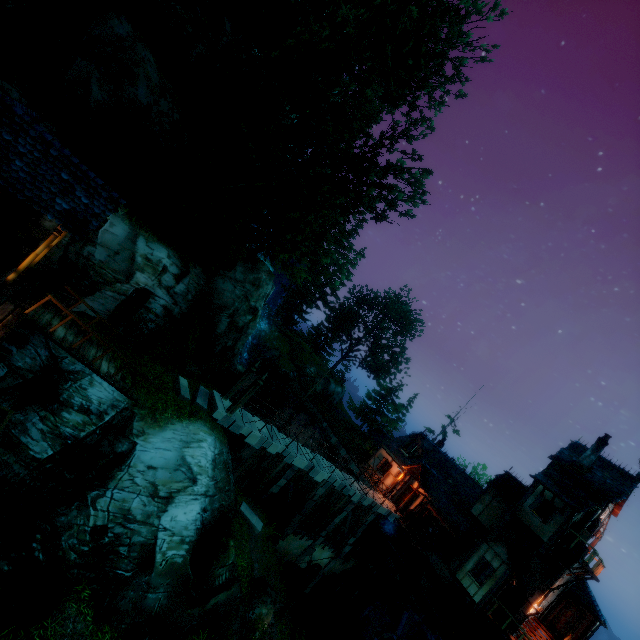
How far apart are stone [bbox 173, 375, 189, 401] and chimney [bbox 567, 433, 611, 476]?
25.53m

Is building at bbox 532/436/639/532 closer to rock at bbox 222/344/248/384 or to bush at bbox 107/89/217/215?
rock at bbox 222/344/248/384

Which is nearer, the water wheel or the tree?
the tree

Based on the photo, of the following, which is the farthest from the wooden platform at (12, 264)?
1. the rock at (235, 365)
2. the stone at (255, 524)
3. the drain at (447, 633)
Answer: the drain at (447, 633)

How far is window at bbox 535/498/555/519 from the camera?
20.25m

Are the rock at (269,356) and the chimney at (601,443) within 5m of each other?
no

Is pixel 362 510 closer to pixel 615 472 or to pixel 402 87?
pixel 615 472

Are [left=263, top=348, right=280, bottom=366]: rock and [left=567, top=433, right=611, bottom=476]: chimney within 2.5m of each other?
no
